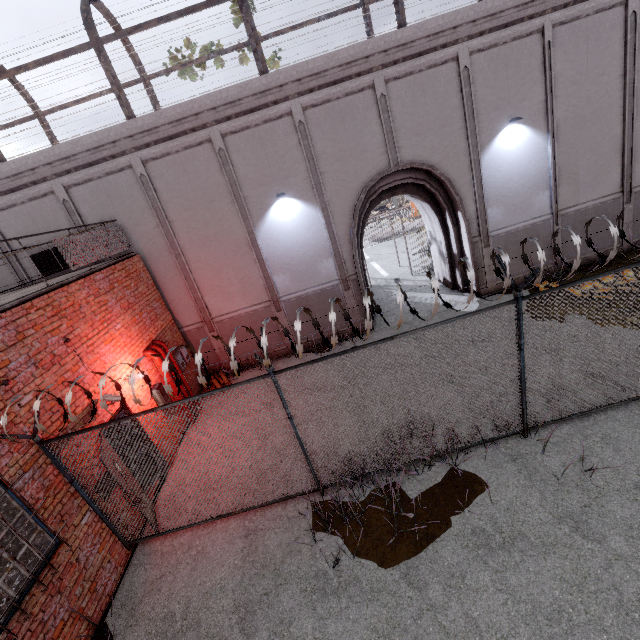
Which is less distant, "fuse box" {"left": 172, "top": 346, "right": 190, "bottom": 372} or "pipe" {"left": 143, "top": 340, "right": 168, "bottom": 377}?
"pipe" {"left": 143, "top": 340, "right": 168, "bottom": 377}

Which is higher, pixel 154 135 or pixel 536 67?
pixel 154 135

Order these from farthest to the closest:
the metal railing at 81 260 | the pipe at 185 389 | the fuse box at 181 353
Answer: the fuse box at 181 353 → the pipe at 185 389 → the metal railing at 81 260

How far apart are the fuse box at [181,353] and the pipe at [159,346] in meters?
0.5

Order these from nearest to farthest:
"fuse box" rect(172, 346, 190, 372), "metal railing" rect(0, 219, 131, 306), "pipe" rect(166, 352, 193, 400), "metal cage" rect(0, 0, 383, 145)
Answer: "metal railing" rect(0, 219, 131, 306), "metal cage" rect(0, 0, 383, 145), "pipe" rect(166, 352, 193, 400), "fuse box" rect(172, 346, 190, 372)

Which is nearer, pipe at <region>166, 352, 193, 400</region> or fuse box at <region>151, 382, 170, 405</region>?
fuse box at <region>151, 382, 170, 405</region>

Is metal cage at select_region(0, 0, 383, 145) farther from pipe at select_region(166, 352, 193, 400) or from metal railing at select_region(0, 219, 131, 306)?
pipe at select_region(166, 352, 193, 400)

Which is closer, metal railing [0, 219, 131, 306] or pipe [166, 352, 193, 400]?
metal railing [0, 219, 131, 306]
